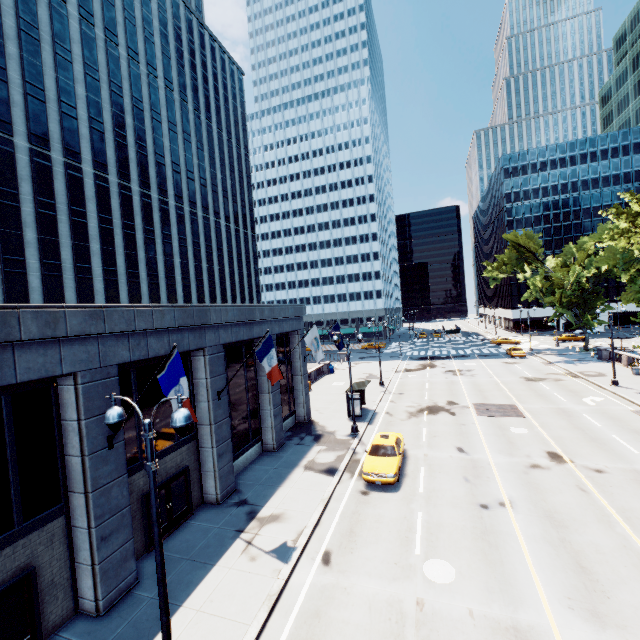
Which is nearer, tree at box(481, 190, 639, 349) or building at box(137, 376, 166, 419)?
building at box(137, 376, 166, 419)

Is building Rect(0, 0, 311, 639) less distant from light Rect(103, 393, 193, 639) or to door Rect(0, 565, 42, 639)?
door Rect(0, 565, 42, 639)

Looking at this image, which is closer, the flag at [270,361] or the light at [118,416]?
the light at [118,416]

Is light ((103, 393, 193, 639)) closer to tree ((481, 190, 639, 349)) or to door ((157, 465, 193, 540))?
door ((157, 465, 193, 540))

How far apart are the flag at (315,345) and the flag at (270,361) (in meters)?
5.98

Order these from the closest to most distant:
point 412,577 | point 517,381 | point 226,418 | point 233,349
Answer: point 412,577
point 226,418
point 233,349
point 517,381

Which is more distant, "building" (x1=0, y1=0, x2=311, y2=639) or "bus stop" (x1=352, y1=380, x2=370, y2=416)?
"bus stop" (x1=352, y1=380, x2=370, y2=416)

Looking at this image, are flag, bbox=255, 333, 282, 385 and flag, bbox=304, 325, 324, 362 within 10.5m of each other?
yes
